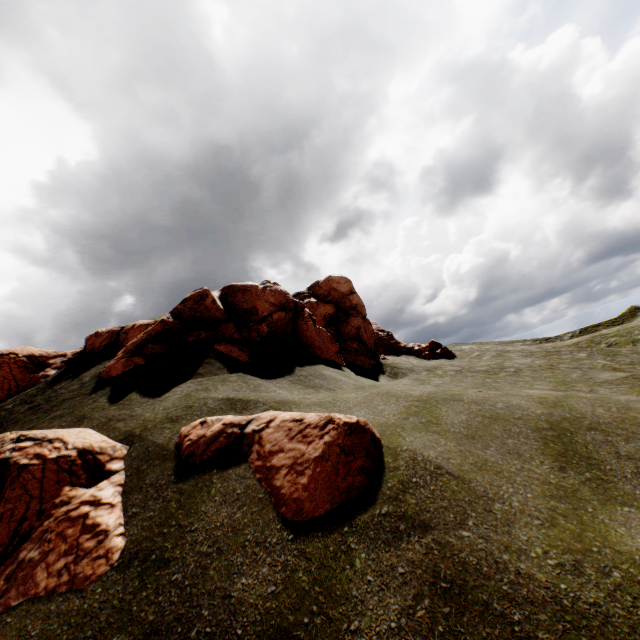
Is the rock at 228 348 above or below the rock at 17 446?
above

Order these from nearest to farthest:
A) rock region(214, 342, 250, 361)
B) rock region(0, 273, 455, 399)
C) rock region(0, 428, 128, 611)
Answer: rock region(0, 428, 128, 611) < rock region(214, 342, 250, 361) < rock region(0, 273, 455, 399)

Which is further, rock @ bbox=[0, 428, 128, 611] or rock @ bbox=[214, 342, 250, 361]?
rock @ bbox=[214, 342, 250, 361]

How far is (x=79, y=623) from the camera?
4.80m

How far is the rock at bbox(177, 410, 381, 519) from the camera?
5.74m
